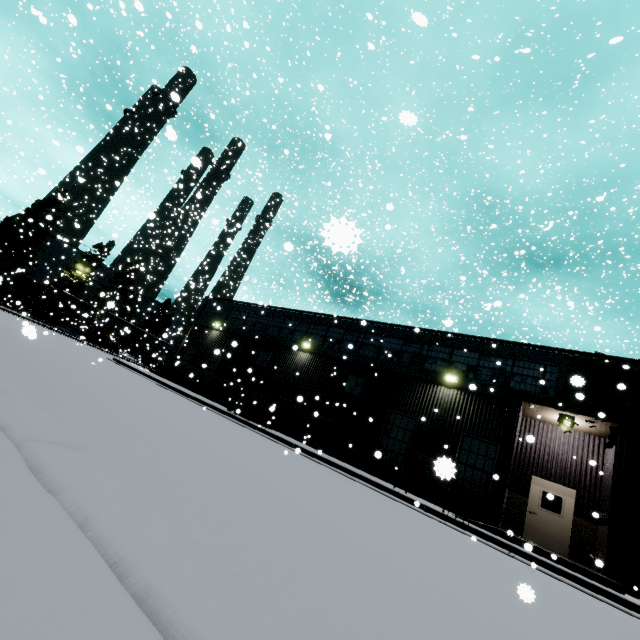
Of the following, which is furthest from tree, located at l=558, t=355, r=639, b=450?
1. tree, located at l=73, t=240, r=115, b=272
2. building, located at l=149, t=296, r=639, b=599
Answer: tree, located at l=73, t=240, r=115, b=272

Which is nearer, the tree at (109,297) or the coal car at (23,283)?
the tree at (109,297)

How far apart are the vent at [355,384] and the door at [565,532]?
7.95m

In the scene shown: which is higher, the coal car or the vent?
the vent

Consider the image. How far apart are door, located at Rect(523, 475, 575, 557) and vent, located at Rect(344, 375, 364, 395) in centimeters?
795cm

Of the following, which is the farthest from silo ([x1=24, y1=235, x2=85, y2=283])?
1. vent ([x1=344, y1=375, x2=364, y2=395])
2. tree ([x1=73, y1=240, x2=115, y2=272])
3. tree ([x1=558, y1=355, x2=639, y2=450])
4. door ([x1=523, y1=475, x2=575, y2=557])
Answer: door ([x1=523, y1=475, x2=575, y2=557])

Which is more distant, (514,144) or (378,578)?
(514,144)

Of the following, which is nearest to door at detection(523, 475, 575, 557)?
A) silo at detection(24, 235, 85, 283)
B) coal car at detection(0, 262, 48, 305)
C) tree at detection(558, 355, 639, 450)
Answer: tree at detection(558, 355, 639, 450)
